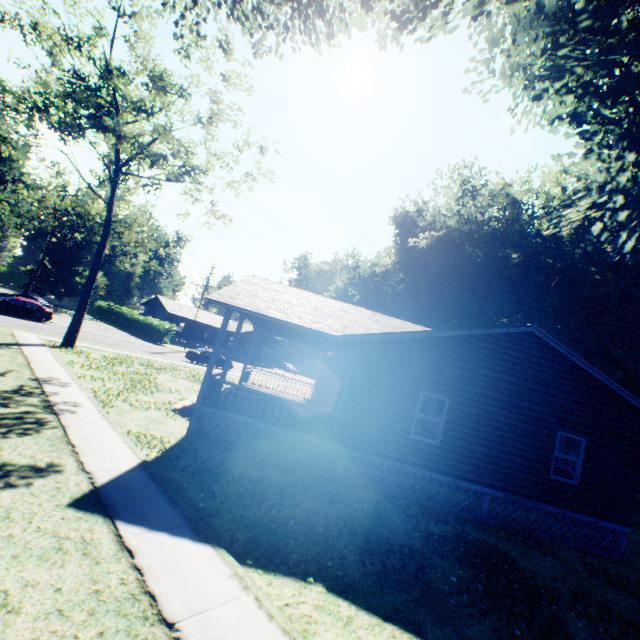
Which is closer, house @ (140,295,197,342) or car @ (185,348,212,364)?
car @ (185,348,212,364)

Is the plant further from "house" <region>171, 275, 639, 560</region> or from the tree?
the tree

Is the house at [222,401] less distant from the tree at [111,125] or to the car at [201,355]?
the car at [201,355]

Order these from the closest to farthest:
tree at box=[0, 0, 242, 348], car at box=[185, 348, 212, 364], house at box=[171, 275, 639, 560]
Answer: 1. house at box=[171, 275, 639, 560]
2. tree at box=[0, 0, 242, 348]
3. car at box=[185, 348, 212, 364]

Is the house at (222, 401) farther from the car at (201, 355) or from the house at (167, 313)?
the house at (167, 313)

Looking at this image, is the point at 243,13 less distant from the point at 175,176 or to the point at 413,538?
the point at 175,176

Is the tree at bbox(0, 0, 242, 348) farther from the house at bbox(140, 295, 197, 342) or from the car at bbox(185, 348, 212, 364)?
the house at bbox(140, 295, 197, 342)

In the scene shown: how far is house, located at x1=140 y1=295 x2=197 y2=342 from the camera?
50.9 meters
